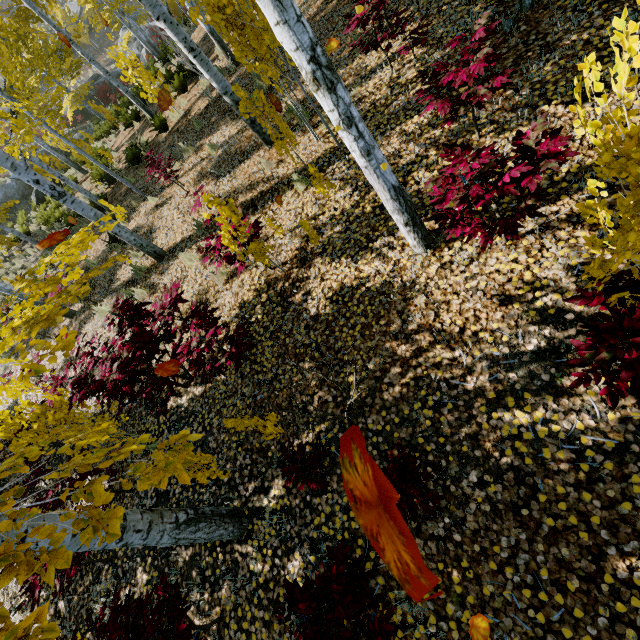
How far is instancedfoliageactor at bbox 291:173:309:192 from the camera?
5.39m

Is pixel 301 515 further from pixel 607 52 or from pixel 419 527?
pixel 607 52

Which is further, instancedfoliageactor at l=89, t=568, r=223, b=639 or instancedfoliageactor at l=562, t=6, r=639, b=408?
instancedfoliageactor at l=89, t=568, r=223, b=639

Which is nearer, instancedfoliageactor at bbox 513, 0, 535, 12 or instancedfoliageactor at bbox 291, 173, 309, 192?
instancedfoliageactor at bbox 513, 0, 535, 12

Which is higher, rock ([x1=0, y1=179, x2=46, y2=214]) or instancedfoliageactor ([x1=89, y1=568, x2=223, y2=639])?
rock ([x1=0, y1=179, x2=46, y2=214])

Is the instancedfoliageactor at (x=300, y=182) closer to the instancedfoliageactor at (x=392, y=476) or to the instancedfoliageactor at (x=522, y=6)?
the instancedfoliageactor at (x=392, y=476)

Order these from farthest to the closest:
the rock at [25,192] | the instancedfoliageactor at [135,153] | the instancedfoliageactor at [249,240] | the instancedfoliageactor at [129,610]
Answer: the rock at [25,192]
the instancedfoliageactor at [135,153]
the instancedfoliageactor at [249,240]
the instancedfoliageactor at [129,610]

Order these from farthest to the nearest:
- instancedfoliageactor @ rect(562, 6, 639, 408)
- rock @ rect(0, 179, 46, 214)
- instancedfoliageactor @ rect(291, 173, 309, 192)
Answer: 1. rock @ rect(0, 179, 46, 214)
2. instancedfoliageactor @ rect(291, 173, 309, 192)
3. instancedfoliageactor @ rect(562, 6, 639, 408)
